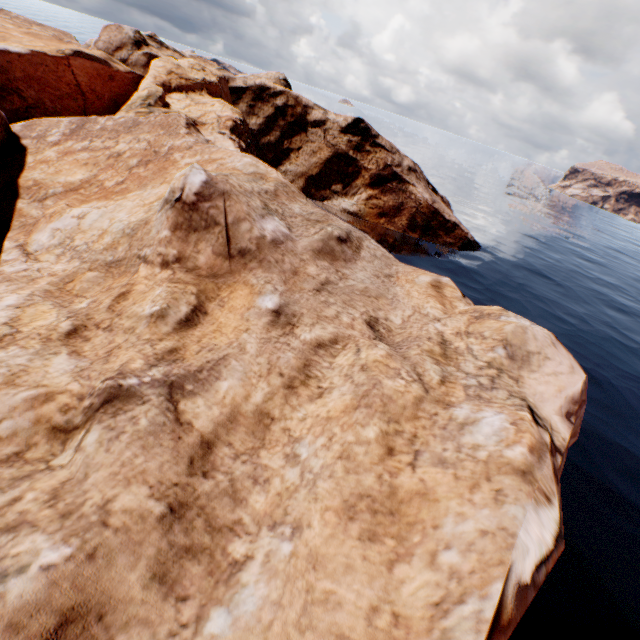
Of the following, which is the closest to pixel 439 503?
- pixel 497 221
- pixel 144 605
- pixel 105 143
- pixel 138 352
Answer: pixel 144 605
